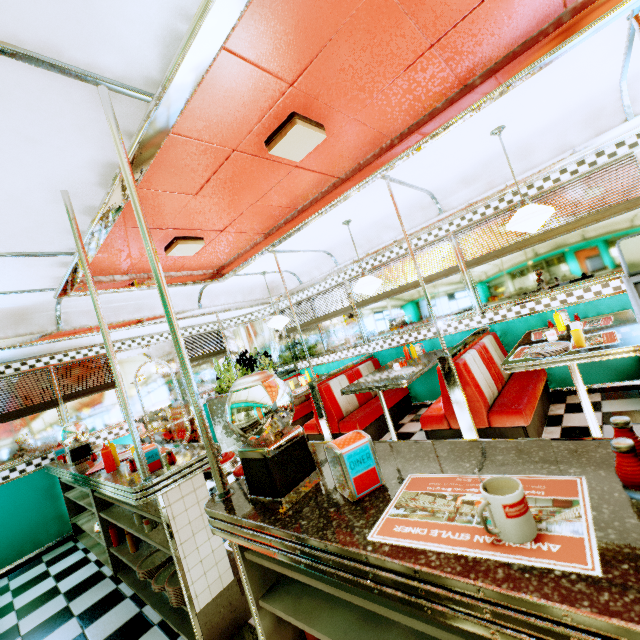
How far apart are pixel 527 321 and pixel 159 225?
4.5m

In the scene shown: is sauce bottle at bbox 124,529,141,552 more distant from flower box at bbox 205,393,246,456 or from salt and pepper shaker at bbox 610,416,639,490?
salt and pepper shaker at bbox 610,416,639,490

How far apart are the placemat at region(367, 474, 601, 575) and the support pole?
0.78m

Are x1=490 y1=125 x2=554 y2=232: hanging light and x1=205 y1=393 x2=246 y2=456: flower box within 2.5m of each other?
no

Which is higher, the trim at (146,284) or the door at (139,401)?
the trim at (146,284)

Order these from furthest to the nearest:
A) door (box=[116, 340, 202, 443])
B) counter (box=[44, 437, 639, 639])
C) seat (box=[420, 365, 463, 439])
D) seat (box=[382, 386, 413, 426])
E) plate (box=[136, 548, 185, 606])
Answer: door (box=[116, 340, 202, 443])
seat (box=[382, 386, 413, 426])
seat (box=[420, 365, 463, 439])
plate (box=[136, 548, 185, 606])
counter (box=[44, 437, 639, 639])

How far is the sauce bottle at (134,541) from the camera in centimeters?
298cm

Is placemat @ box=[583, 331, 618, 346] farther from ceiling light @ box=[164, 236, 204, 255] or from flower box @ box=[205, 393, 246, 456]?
flower box @ box=[205, 393, 246, 456]
